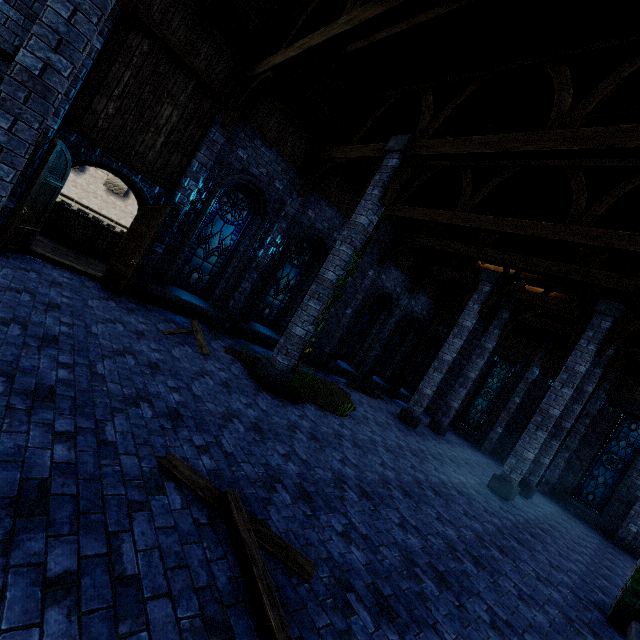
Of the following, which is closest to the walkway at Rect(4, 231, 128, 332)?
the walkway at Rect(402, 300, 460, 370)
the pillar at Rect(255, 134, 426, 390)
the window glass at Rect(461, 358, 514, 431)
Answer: the pillar at Rect(255, 134, 426, 390)

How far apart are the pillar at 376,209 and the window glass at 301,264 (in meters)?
3.65

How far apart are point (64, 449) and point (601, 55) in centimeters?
973cm

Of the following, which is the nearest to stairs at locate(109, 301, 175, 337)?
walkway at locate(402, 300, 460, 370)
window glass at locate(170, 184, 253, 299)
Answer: window glass at locate(170, 184, 253, 299)

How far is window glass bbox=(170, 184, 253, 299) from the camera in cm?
984

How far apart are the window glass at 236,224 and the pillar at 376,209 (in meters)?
3.65

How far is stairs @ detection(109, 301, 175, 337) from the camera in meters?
6.4

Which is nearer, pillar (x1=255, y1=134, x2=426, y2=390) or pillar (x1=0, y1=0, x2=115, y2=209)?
pillar (x1=0, y1=0, x2=115, y2=209)
